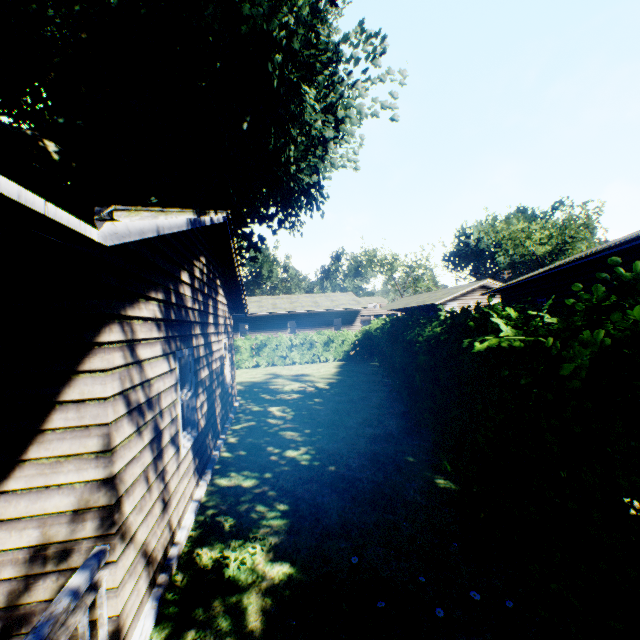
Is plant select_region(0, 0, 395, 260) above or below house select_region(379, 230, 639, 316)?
above

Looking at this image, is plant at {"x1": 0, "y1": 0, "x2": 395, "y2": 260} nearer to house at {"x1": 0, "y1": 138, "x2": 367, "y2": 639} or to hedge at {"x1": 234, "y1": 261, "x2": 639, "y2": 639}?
house at {"x1": 0, "y1": 138, "x2": 367, "y2": 639}

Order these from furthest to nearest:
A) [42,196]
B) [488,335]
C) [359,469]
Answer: [359,469] < [488,335] < [42,196]

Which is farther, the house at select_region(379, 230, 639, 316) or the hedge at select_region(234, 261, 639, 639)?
the house at select_region(379, 230, 639, 316)

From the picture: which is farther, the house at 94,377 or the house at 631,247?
the house at 631,247

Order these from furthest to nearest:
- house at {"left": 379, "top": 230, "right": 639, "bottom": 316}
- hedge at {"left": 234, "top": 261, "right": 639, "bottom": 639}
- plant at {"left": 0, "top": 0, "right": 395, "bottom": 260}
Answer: house at {"left": 379, "top": 230, "right": 639, "bottom": 316}
plant at {"left": 0, "top": 0, "right": 395, "bottom": 260}
hedge at {"left": 234, "top": 261, "right": 639, "bottom": 639}

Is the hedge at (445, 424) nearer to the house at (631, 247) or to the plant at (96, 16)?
the plant at (96, 16)

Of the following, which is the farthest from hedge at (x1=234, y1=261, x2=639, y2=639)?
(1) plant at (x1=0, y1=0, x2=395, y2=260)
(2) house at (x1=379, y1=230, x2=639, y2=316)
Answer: Result: (2) house at (x1=379, y1=230, x2=639, y2=316)
